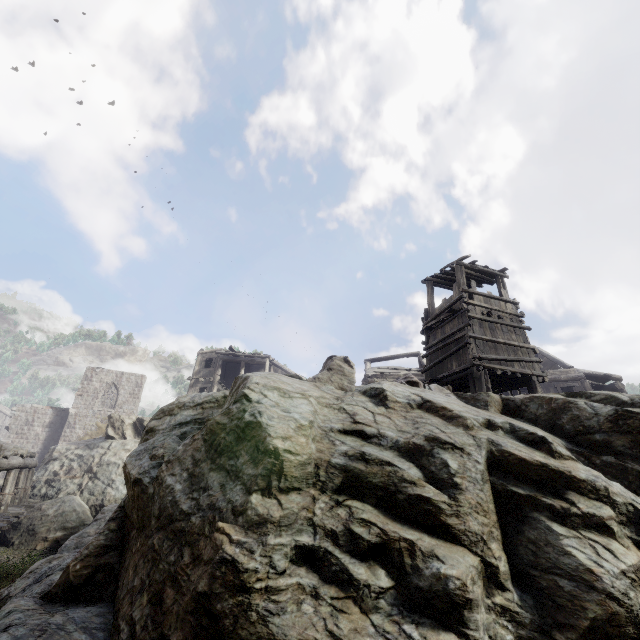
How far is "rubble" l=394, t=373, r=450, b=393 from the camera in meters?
6.3

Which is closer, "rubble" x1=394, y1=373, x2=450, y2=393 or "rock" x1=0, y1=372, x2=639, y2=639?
"rock" x1=0, y1=372, x2=639, y2=639

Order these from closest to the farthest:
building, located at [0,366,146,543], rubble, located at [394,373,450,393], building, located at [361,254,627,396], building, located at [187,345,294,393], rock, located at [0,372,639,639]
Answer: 1. rock, located at [0,372,639,639]
2. rubble, located at [394,373,450,393]
3. building, located at [361,254,627,396]
4. building, located at [0,366,146,543]
5. building, located at [187,345,294,393]

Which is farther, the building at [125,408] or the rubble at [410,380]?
the building at [125,408]

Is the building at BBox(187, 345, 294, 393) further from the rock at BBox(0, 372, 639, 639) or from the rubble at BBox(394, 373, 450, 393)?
the rubble at BBox(394, 373, 450, 393)

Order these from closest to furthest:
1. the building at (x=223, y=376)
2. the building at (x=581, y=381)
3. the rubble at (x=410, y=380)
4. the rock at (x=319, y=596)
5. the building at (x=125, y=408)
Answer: the rock at (x=319, y=596) → the rubble at (x=410, y=380) → the building at (x=581, y=381) → the building at (x=125, y=408) → the building at (x=223, y=376)

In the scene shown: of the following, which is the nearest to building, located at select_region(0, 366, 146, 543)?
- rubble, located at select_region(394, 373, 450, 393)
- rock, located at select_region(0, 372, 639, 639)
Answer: rock, located at select_region(0, 372, 639, 639)

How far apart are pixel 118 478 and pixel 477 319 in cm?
2306
